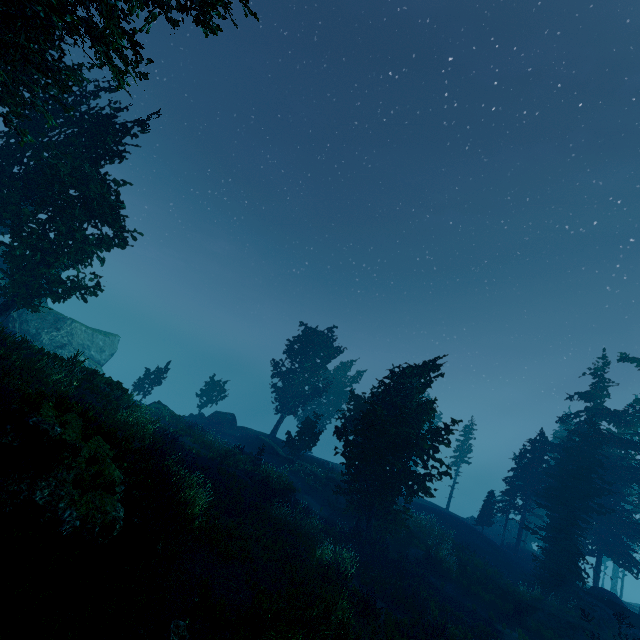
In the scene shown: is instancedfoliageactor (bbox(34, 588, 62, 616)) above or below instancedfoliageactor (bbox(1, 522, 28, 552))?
below

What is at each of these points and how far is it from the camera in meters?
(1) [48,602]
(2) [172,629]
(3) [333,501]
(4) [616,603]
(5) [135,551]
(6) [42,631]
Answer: (1) instancedfoliageactor, 5.6 m
(2) instancedfoliageactor, 6.6 m
(3) rock, 28.8 m
(4) rock, 23.2 m
(5) tree trunk, 6.9 m
(6) instancedfoliageactor, 5.2 m

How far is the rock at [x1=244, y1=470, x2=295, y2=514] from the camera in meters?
20.6

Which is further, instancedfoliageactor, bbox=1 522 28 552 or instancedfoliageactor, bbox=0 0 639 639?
instancedfoliageactor, bbox=0 0 639 639

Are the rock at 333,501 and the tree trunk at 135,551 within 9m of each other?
no

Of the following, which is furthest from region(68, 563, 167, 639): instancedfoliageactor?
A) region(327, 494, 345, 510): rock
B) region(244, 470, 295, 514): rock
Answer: region(327, 494, 345, 510): rock

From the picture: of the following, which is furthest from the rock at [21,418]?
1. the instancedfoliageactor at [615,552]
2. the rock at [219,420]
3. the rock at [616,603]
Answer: the rock at [616,603]

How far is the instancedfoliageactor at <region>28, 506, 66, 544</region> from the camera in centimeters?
681cm
